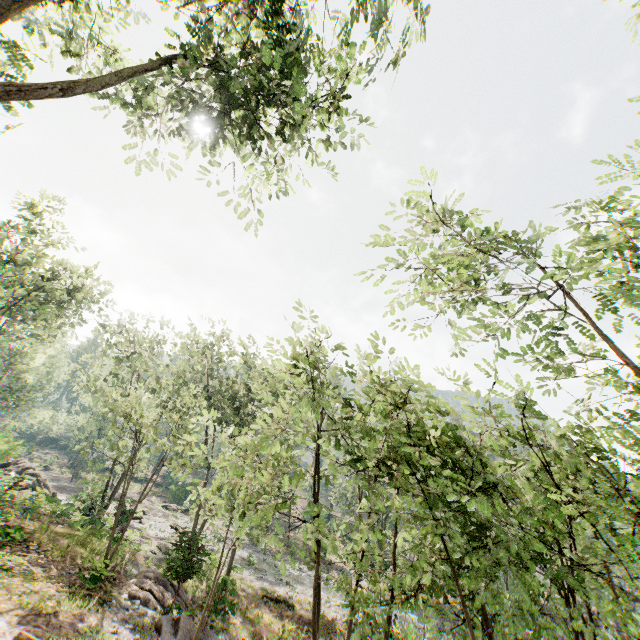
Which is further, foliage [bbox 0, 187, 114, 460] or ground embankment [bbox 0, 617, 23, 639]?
foliage [bbox 0, 187, 114, 460]

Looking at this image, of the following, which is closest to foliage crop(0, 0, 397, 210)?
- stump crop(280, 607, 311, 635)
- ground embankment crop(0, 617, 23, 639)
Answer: ground embankment crop(0, 617, 23, 639)

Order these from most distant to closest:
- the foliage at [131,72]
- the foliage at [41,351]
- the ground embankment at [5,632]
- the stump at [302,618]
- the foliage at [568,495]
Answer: the foliage at [41,351] < the stump at [302,618] < the ground embankment at [5,632] < the foliage at [131,72] < the foliage at [568,495]

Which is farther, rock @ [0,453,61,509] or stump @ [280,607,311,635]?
rock @ [0,453,61,509]

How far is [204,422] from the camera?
6.08m

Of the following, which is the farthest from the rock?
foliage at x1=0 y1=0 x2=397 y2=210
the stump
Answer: the stump

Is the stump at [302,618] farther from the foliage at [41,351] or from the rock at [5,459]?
the rock at [5,459]

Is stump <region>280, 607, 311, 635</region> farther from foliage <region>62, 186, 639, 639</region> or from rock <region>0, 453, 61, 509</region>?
rock <region>0, 453, 61, 509</region>
